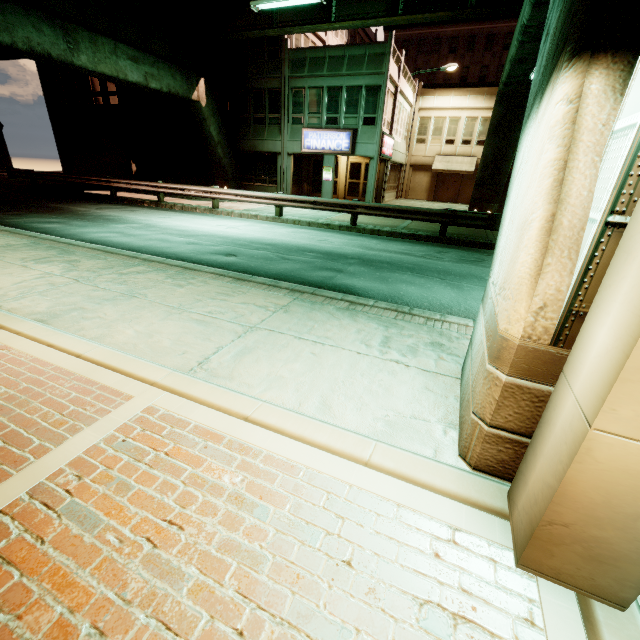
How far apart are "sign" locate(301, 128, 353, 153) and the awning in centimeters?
1146cm

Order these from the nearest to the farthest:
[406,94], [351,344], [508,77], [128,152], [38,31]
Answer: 1. [351,344]
2. [508,77]
3. [38,31]
4. [128,152]
5. [406,94]

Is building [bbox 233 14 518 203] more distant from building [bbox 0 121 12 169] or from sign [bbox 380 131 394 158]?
building [bbox 0 121 12 169]

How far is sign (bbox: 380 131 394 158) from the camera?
A: 20.8 meters

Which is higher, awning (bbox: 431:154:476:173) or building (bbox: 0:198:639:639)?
awning (bbox: 431:154:476:173)

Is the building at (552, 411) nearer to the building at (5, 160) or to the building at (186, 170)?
the building at (186, 170)

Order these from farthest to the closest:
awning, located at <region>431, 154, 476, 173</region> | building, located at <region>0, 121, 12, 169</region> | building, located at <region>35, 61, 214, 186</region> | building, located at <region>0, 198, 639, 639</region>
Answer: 1. building, located at <region>0, 121, 12, 169</region>
2. awning, located at <region>431, 154, 476, 173</region>
3. building, located at <region>35, 61, 214, 186</region>
4. building, located at <region>0, 198, 639, 639</region>

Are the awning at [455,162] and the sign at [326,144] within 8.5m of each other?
no
